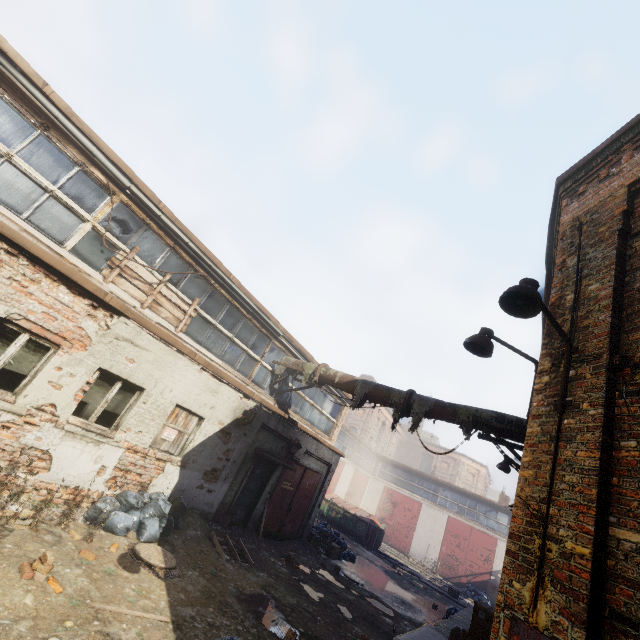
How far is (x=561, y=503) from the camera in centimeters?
292cm

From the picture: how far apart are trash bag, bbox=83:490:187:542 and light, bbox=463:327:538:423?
7.32m

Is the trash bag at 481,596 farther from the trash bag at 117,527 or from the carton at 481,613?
the trash bag at 117,527

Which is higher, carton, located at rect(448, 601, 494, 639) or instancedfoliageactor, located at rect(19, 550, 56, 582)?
carton, located at rect(448, 601, 494, 639)

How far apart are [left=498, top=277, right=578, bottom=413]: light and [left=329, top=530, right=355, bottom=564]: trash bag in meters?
14.1

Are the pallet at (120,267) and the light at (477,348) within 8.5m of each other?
yes

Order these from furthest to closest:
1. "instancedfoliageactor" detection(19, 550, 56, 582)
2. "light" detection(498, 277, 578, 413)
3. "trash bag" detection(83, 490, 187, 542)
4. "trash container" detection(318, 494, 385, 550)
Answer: "trash container" detection(318, 494, 385, 550) < "trash bag" detection(83, 490, 187, 542) < "instancedfoliageactor" detection(19, 550, 56, 582) < "light" detection(498, 277, 578, 413)

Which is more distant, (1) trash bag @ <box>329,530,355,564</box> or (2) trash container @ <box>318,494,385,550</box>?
(2) trash container @ <box>318,494,385,550</box>
